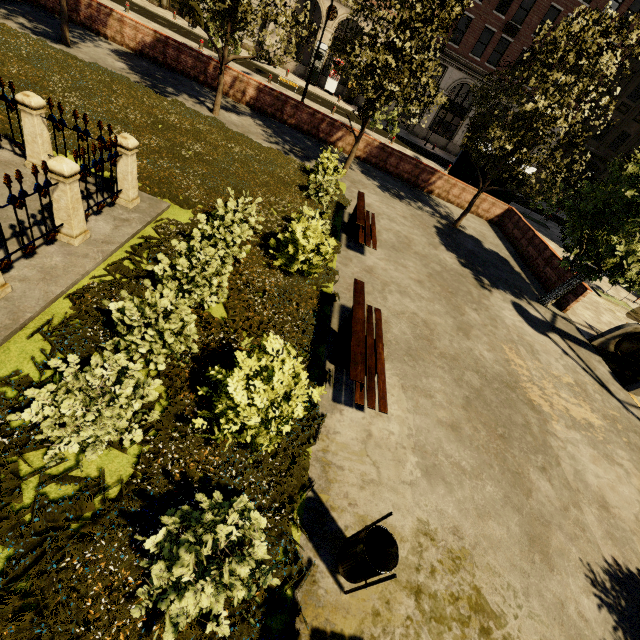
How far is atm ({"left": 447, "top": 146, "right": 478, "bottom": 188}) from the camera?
17.31m

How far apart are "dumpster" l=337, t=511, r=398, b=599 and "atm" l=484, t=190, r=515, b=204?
19.7 meters

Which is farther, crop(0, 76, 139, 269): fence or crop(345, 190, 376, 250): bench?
crop(345, 190, 376, 250): bench

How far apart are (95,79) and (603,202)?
17.41m

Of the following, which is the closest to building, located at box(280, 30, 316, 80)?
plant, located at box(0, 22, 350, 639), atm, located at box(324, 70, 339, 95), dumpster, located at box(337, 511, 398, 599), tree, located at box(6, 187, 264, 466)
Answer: atm, located at box(324, 70, 339, 95)

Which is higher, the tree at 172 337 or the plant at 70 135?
the tree at 172 337

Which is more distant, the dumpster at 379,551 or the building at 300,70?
the building at 300,70

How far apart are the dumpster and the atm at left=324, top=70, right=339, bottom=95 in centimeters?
3610cm
